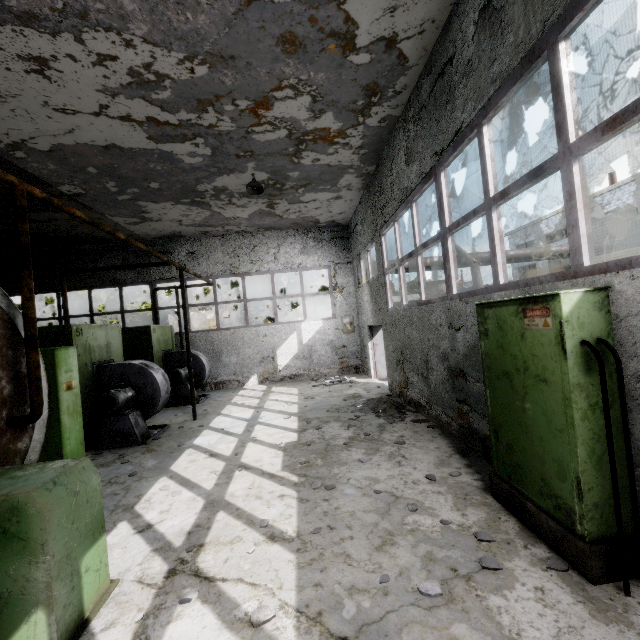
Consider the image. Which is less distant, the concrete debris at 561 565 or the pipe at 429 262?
the concrete debris at 561 565

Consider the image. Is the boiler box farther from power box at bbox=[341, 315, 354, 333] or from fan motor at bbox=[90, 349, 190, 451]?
power box at bbox=[341, 315, 354, 333]

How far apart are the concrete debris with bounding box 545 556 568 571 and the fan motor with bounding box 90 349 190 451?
7.7 meters

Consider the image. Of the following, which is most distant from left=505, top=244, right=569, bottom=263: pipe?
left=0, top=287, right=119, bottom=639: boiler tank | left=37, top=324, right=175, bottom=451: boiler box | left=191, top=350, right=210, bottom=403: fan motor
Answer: left=0, top=287, right=119, bottom=639: boiler tank

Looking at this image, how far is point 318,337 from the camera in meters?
14.6

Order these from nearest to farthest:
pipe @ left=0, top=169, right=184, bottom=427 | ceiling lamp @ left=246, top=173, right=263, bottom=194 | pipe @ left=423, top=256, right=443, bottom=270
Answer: pipe @ left=0, top=169, right=184, bottom=427 → ceiling lamp @ left=246, top=173, right=263, bottom=194 → pipe @ left=423, top=256, right=443, bottom=270

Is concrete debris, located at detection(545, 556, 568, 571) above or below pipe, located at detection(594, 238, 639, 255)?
below

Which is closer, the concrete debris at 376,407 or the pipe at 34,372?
the pipe at 34,372
